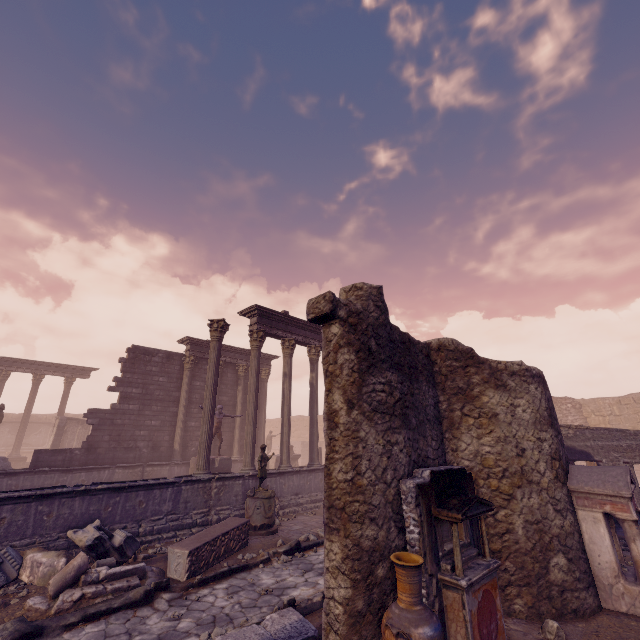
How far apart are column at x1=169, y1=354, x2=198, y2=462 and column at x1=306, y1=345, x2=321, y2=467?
6.53m

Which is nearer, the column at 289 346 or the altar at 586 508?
the altar at 586 508

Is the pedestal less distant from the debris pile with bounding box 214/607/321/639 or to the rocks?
the debris pile with bounding box 214/607/321/639

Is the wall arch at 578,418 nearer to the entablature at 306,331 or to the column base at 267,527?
the entablature at 306,331

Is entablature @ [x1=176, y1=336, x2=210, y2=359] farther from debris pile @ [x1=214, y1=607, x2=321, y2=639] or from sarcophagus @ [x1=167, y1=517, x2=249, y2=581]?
debris pile @ [x1=214, y1=607, x2=321, y2=639]

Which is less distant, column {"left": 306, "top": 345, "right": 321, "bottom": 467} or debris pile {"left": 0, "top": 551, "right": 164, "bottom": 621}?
debris pile {"left": 0, "top": 551, "right": 164, "bottom": 621}

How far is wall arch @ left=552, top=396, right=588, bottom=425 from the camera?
20.4m

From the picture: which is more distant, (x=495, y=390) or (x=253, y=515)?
(x=253, y=515)
